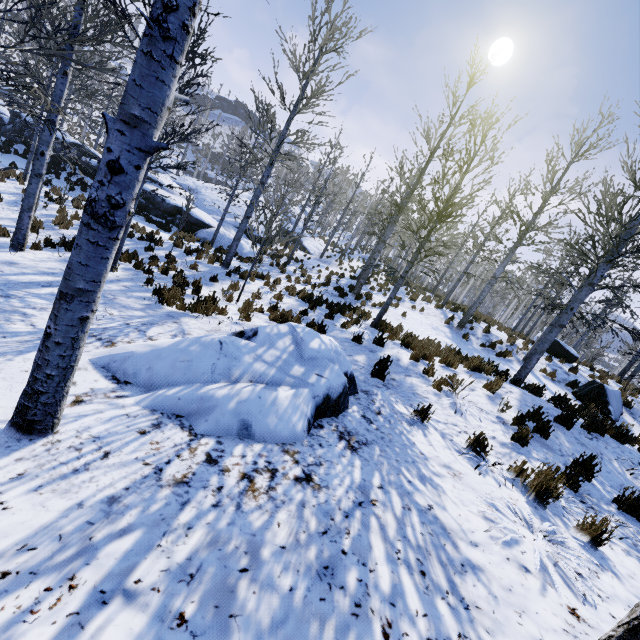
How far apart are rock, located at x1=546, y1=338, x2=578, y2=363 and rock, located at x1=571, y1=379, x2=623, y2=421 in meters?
3.9

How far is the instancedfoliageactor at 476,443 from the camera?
4.12m

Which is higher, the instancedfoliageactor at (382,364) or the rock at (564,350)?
the rock at (564,350)

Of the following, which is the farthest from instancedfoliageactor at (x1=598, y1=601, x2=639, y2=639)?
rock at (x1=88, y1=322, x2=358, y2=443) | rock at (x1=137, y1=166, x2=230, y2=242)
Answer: rock at (x1=88, y1=322, x2=358, y2=443)

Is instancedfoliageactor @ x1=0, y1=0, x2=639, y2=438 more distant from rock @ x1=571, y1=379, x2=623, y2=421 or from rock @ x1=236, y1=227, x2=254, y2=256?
rock @ x1=571, y1=379, x2=623, y2=421

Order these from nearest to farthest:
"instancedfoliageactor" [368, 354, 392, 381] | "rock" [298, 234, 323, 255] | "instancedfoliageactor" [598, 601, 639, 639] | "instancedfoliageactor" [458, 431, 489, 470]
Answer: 1. "instancedfoliageactor" [598, 601, 639, 639]
2. "instancedfoliageactor" [458, 431, 489, 470]
3. "instancedfoliageactor" [368, 354, 392, 381]
4. "rock" [298, 234, 323, 255]

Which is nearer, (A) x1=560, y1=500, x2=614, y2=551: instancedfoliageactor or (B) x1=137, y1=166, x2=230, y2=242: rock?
(A) x1=560, y1=500, x2=614, y2=551: instancedfoliageactor

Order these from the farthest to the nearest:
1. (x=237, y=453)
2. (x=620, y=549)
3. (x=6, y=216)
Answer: (x=6, y=216)
(x=620, y=549)
(x=237, y=453)
